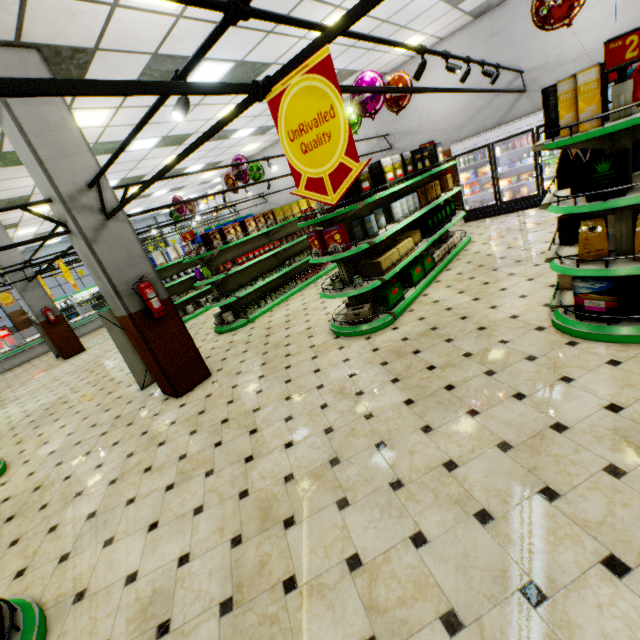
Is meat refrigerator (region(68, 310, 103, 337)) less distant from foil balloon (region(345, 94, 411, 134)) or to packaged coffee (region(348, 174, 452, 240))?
foil balloon (region(345, 94, 411, 134))

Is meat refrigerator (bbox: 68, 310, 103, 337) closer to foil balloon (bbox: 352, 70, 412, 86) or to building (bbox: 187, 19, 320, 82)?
building (bbox: 187, 19, 320, 82)

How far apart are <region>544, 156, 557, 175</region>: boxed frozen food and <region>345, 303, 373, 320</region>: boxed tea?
6.98m

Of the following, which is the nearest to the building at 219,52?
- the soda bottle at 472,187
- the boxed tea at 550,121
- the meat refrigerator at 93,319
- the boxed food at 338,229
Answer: the meat refrigerator at 93,319

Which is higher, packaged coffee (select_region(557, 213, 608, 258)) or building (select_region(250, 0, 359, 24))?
building (select_region(250, 0, 359, 24))

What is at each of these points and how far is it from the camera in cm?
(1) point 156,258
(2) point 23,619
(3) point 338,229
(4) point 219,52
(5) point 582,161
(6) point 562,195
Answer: (1) boxed pet food, 1020
(2) shelf, 234
(3) boxed food, 468
(4) building, 560
(5) packaged coffee, 311
(6) shelf, 341

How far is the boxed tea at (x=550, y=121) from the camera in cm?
311

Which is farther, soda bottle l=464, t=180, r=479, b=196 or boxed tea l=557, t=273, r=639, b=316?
soda bottle l=464, t=180, r=479, b=196
